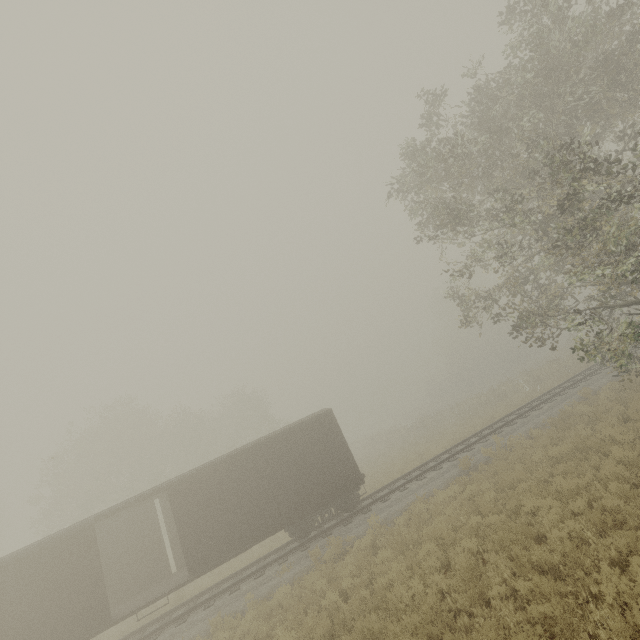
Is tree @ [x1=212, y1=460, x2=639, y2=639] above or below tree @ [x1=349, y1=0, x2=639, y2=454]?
below

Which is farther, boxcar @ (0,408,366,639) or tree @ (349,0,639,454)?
boxcar @ (0,408,366,639)

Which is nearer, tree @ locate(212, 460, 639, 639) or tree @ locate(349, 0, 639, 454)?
tree @ locate(212, 460, 639, 639)

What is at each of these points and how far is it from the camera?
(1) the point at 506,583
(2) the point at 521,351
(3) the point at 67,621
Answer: (1) tree, 6.8m
(2) tree, 46.8m
(3) boxcar, 11.4m

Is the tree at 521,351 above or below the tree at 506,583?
above

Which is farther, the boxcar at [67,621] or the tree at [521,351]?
the boxcar at [67,621]

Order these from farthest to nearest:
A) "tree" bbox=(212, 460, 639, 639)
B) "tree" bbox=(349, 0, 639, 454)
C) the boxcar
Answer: the boxcar → "tree" bbox=(349, 0, 639, 454) → "tree" bbox=(212, 460, 639, 639)

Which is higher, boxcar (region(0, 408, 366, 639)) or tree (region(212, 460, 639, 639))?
boxcar (region(0, 408, 366, 639))
